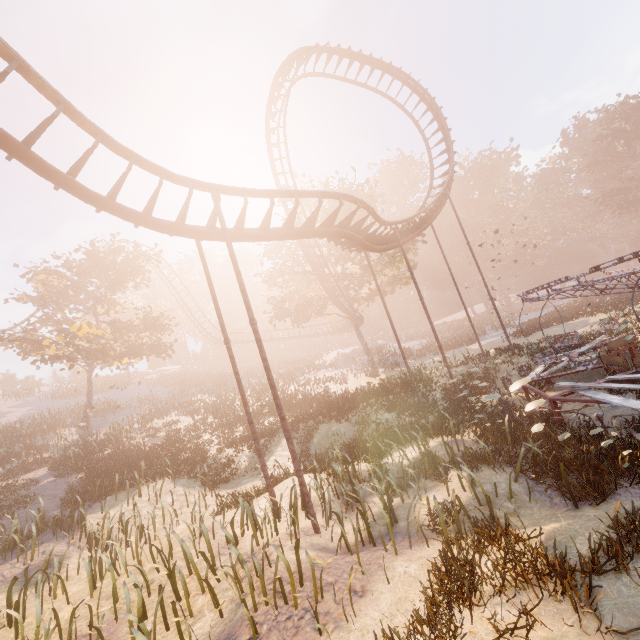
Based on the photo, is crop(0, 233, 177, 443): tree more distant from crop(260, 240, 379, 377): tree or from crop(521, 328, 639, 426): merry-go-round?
crop(521, 328, 639, 426): merry-go-round

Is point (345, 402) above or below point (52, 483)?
below

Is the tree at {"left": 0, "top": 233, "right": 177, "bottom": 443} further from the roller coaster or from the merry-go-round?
the merry-go-round

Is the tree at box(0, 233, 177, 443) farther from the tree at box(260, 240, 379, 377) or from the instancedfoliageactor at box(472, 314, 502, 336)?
the instancedfoliageactor at box(472, 314, 502, 336)

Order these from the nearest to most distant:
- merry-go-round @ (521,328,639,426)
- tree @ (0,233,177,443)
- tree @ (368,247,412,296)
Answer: merry-go-round @ (521,328,639,426)
tree @ (0,233,177,443)
tree @ (368,247,412,296)

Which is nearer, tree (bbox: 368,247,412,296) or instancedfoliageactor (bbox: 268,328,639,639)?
Result: instancedfoliageactor (bbox: 268,328,639,639)

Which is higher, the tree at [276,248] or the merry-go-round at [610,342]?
the tree at [276,248]

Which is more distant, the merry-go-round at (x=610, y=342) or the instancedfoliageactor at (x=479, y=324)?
the instancedfoliageactor at (x=479, y=324)
